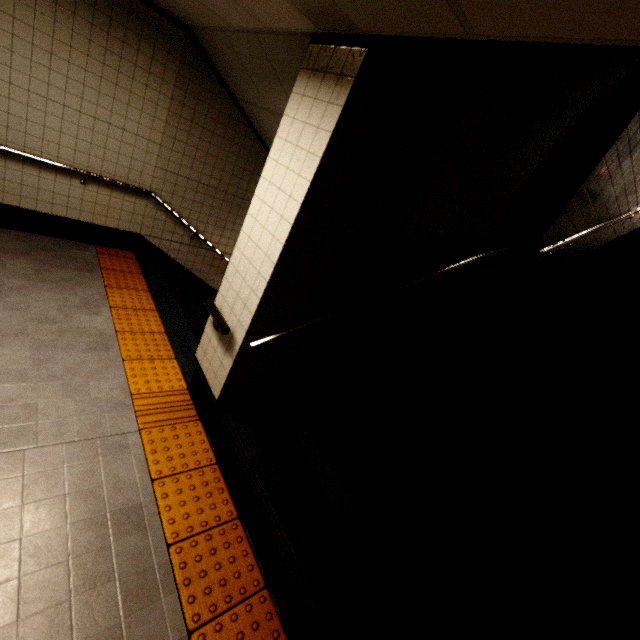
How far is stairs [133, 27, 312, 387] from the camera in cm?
306

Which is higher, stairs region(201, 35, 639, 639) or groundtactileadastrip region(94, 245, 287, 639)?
stairs region(201, 35, 639, 639)

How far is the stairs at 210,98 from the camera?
3.06m

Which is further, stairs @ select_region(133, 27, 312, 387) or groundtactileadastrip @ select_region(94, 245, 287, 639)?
stairs @ select_region(133, 27, 312, 387)

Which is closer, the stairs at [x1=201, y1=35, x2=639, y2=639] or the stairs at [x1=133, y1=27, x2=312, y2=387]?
the stairs at [x1=201, y1=35, x2=639, y2=639]

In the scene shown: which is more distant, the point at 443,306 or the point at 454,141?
the point at 443,306

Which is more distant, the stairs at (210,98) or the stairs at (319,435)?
the stairs at (210,98)

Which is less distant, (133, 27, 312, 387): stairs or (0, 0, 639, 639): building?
(0, 0, 639, 639): building
